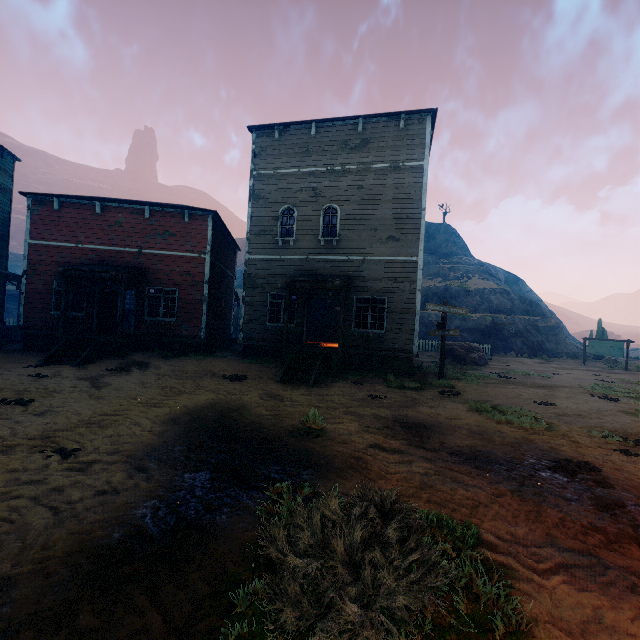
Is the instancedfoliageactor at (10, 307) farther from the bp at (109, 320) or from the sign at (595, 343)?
the sign at (595, 343)

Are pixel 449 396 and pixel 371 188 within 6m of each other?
no

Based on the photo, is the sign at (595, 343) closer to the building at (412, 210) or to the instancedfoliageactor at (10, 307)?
the building at (412, 210)

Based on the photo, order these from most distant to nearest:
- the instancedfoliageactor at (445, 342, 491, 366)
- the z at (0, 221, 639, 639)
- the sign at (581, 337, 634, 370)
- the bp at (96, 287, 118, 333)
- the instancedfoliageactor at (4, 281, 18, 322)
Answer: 1. the instancedfoliageactor at (4, 281, 18, 322)
2. the sign at (581, 337, 634, 370)
3. the instancedfoliageactor at (445, 342, 491, 366)
4. the bp at (96, 287, 118, 333)
5. the z at (0, 221, 639, 639)

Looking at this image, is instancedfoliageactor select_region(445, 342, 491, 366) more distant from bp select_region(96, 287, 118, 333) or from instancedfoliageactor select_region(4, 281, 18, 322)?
instancedfoliageactor select_region(4, 281, 18, 322)

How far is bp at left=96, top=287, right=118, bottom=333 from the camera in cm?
1473

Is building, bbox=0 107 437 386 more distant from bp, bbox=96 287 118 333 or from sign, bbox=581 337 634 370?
sign, bbox=581 337 634 370

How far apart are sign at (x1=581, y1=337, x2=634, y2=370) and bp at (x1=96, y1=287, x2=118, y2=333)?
33.16m
